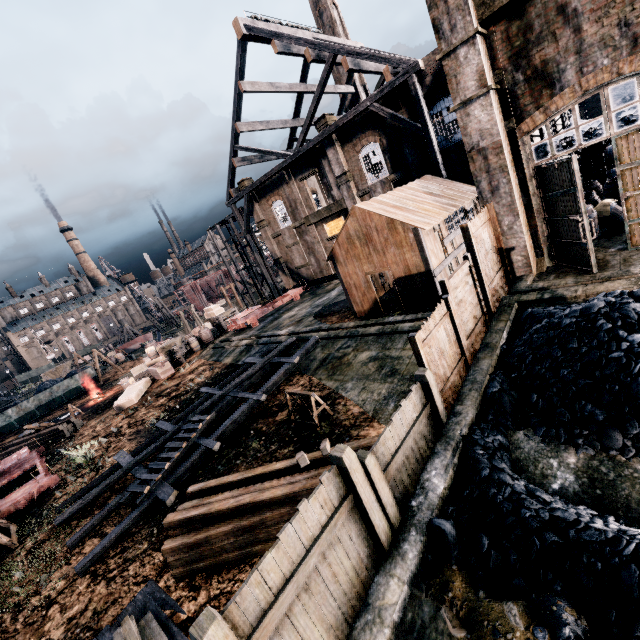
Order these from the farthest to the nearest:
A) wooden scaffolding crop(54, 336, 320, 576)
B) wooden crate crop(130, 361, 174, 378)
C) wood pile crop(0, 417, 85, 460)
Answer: wooden crate crop(130, 361, 174, 378), wood pile crop(0, 417, 85, 460), wooden scaffolding crop(54, 336, 320, 576)

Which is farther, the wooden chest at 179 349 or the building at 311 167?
the wooden chest at 179 349

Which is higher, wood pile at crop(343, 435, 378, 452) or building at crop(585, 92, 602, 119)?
building at crop(585, 92, 602, 119)

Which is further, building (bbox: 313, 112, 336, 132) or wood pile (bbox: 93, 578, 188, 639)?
building (bbox: 313, 112, 336, 132)

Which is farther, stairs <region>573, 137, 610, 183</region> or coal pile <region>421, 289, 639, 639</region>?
stairs <region>573, 137, 610, 183</region>

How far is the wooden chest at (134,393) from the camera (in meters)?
23.78

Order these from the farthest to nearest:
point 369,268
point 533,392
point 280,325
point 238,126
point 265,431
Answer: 1. point 238,126
2. point 280,325
3. point 369,268
4. point 265,431
5. point 533,392

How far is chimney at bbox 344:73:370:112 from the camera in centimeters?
4125cm
